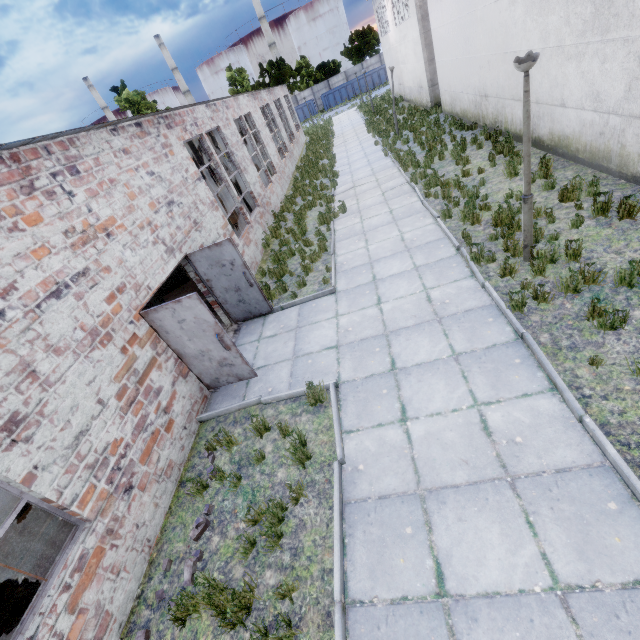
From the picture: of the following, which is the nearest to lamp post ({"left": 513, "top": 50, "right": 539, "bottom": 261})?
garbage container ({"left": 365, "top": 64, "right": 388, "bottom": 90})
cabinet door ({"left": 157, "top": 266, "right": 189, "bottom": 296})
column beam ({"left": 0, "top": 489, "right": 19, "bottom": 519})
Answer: column beam ({"left": 0, "top": 489, "right": 19, "bottom": 519})

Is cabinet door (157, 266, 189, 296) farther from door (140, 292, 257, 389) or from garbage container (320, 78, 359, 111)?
garbage container (320, 78, 359, 111)

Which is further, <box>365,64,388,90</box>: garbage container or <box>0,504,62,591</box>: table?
<box>365,64,388,90</box>: garbage container

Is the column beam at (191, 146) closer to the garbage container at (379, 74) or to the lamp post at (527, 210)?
the lamp post at (527, 210)

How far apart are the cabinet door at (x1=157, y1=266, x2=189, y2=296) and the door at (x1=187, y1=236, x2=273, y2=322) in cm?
516

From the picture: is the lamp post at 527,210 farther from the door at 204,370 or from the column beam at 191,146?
the column beam at 191,146

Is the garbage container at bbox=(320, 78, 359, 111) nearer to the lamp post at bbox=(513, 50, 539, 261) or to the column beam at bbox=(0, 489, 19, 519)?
the lamp post at bbox=(513, 50, 539, 261)

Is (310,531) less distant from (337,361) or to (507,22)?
(337,361)
